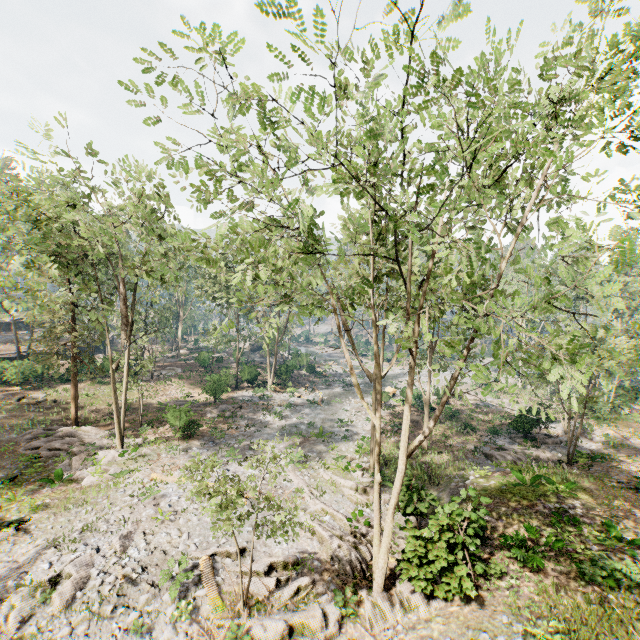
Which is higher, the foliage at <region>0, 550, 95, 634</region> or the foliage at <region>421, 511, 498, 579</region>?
the foliage at <region>421, 511, 498, 579</region>

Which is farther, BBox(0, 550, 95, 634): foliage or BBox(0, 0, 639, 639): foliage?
BBox(0, 550, 95, 634): foliage

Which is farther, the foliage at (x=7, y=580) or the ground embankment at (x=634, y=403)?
the ground embankment at (x=634, y=403)

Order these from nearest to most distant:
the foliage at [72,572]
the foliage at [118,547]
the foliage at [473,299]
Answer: the foliage at [473,299] → the foliage at [72,572] → the foliage at [118,547]

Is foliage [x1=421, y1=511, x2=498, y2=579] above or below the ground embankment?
below

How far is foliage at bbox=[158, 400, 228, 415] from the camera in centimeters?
2347cm

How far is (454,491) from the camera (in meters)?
18.16
